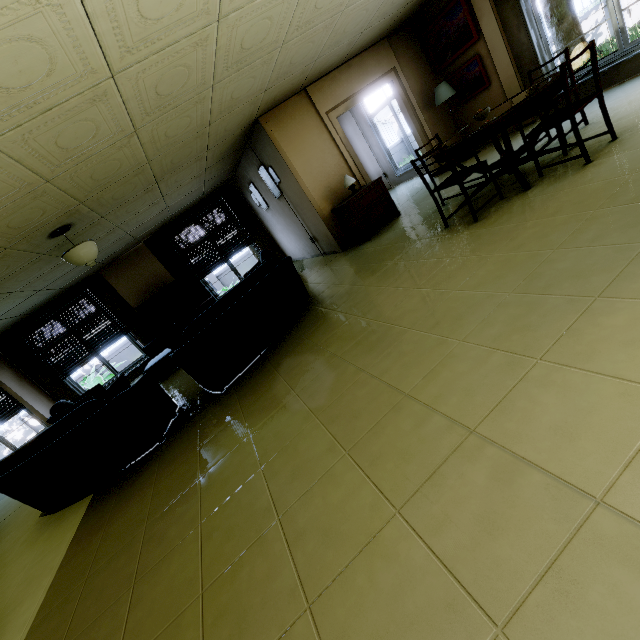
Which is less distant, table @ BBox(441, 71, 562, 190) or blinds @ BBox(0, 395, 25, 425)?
table @ BBox(441, 71, 562, 190)

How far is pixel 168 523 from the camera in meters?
2.3

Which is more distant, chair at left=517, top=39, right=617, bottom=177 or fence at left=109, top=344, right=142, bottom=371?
fence at left=109, top=344, right=142, bottom=371

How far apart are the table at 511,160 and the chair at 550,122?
0.1m

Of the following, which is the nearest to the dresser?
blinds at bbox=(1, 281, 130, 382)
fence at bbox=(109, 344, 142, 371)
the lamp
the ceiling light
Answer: the lamp

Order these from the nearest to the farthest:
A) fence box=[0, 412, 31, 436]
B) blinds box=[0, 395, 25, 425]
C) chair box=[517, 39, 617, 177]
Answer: chair box=[517, 39, 617, 177]
blinds box=[0, 395, 25, 425]
fence box=[0, 412, 31, 436]

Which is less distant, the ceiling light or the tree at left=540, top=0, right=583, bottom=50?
the ceiling light

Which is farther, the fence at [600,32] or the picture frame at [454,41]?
the fence at [600,32]
